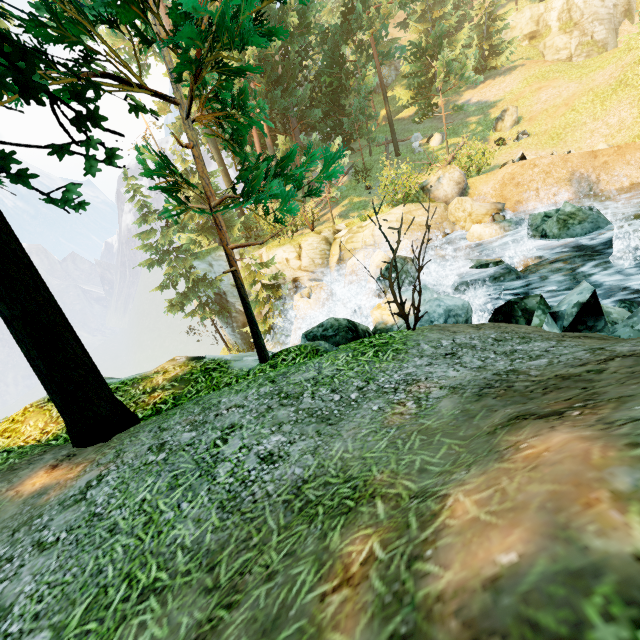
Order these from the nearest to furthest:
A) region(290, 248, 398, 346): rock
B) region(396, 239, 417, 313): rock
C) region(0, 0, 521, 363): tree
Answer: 1. region(0, 0, 521, 363): tree
2. region(290, 248, 398, 346): rock
3. region(396, 239, 417, 313): rock

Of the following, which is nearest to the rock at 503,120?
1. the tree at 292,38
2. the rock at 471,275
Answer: the tree at 292,38

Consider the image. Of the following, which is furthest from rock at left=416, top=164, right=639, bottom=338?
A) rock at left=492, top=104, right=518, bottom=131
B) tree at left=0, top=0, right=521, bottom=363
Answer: rock at left=492, top=104, right=518, bottom=131

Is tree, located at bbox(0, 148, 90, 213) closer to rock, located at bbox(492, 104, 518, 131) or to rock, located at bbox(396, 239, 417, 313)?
rock, located at bbox(492, 104, 518, 131)

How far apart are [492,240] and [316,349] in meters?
12.1

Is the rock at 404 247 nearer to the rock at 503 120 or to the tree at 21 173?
the tree at 21 173
